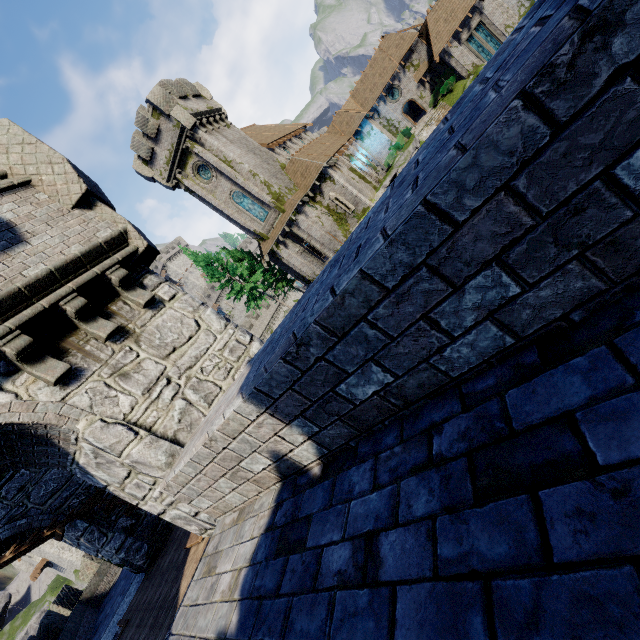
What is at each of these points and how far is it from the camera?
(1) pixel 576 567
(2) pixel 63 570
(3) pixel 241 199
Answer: (1) building, 1.06m
(2) building tower, 40.38m
(3) window glass, 30.03m

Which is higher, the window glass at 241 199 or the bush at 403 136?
the window glass at 241 199

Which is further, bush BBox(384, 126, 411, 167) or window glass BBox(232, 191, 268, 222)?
bush BBox(384, 126, 411, 167)

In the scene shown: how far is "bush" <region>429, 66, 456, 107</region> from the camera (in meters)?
35.16

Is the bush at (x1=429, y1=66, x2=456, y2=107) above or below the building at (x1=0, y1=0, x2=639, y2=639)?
below

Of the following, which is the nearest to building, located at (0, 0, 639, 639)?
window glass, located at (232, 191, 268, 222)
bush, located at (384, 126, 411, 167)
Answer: window glass, located at (232, 191, 268, 222)

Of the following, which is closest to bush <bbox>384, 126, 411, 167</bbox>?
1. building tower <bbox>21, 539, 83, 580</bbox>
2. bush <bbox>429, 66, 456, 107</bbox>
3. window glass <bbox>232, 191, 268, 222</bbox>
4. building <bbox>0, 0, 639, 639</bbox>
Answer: bush <bbox>429, 66, 456, 107</bbox>

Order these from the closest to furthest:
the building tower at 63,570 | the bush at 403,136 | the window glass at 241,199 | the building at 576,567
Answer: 1. the building at 576,567
2. the window glass at 241,199
3. the building tower at 63,570
4. the bush at 403,136
